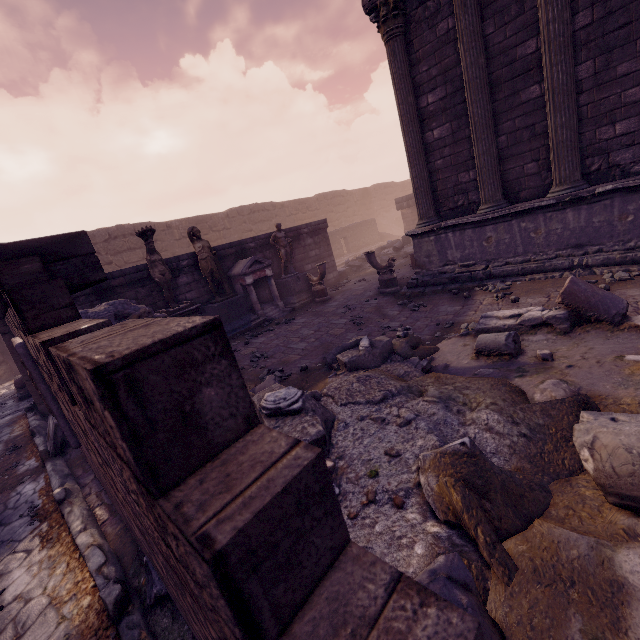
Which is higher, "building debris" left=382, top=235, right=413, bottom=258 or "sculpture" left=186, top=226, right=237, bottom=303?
"sculpture" left=186, top=226, right=237, bottom=303

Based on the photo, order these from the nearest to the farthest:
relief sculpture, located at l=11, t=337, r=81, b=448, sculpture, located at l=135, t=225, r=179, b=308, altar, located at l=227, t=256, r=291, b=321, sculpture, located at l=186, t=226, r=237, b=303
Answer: relief sculpture, located at l=11, t=337, r=81, b=448 → sculpture, located at l=135, t=225, r=179, b=308 → sculpture, located at l=186, t=226, r=237, b=303 → altar, located at l=227, t=256, r=291, b=321

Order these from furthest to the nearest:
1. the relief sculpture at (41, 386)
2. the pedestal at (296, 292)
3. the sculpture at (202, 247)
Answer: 1. the pedestal at (296, 292)
2. the sculpture at (202, 247)
3. the relief sculpture at (41, 386)

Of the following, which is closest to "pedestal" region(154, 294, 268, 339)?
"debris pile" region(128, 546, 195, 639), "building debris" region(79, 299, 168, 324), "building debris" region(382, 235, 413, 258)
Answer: "building debris" region(79, 299, 168, 324)

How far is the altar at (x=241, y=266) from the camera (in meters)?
10.10

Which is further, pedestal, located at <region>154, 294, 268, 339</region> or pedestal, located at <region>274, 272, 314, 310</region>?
pedestal, located at <region>274, 272, 314, 310</region>

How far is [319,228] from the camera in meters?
13.5 m

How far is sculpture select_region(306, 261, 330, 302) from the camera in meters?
10.5 m
